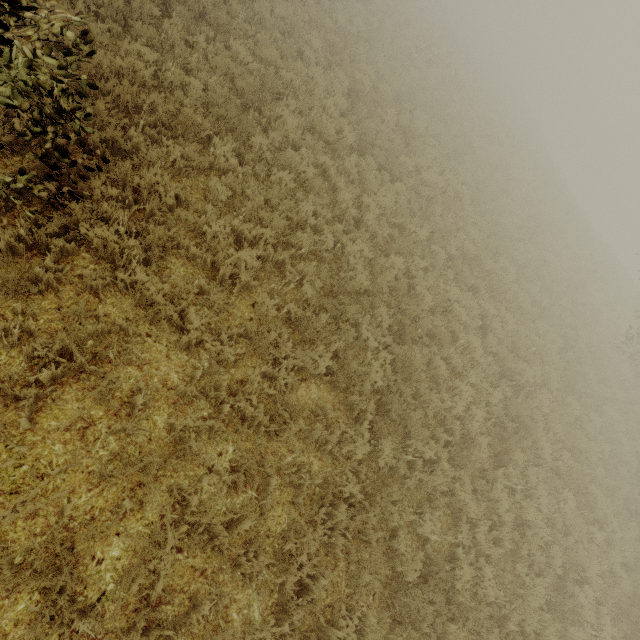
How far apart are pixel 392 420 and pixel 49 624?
4.8m
